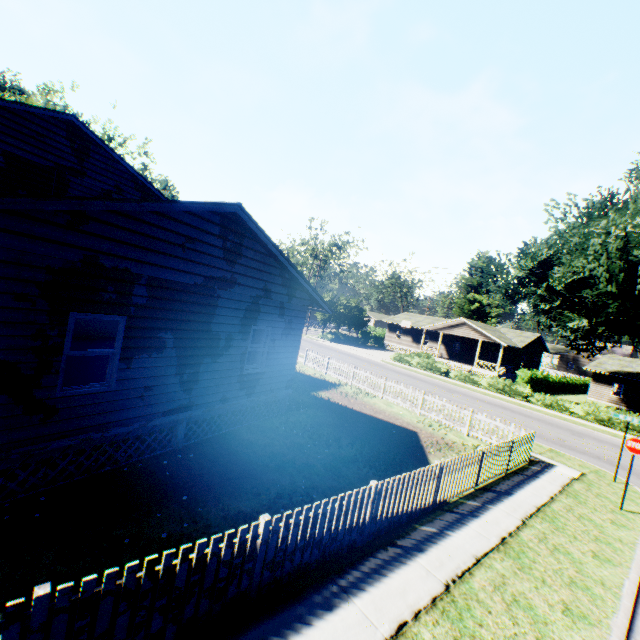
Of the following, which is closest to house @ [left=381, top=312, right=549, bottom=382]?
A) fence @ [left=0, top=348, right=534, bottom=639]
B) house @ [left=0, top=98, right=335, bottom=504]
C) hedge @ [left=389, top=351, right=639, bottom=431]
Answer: hedge @ [left=389, top=351, right=639, bottom=431]

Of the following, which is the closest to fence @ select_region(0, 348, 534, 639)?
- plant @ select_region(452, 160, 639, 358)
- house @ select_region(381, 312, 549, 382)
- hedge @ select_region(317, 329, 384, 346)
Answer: plant @ select_region(452, 160, 639, 358)

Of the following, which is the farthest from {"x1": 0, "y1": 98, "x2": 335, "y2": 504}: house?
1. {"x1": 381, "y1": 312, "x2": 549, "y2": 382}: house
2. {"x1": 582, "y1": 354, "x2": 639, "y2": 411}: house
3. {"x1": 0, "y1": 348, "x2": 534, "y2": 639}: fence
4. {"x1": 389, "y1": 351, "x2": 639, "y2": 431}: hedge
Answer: {"x1": 582, "y1": 354, "x2": 639, "y2": 411}: house

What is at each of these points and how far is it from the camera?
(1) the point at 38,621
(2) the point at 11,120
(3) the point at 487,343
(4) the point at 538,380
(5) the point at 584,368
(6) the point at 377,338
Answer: (1) fence, 3.04m
(2) house, 11.81m
(3) house, 42.25m
(4) hedge, 35.44m
(5) house, 38.62m
(6) hedge, 54.47m

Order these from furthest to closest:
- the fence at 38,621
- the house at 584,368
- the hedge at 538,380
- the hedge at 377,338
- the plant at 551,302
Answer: the hedge at 377,338
the house at 584,368
the hedge at 538,380
the plant at 551,302
the fence at 38,621

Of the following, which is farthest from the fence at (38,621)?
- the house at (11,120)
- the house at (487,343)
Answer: the house at (487,343)

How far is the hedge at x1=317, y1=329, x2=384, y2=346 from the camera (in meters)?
46.58

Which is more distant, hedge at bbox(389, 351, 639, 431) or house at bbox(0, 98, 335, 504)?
hedge at bbox(389, 351, 639, 431)
